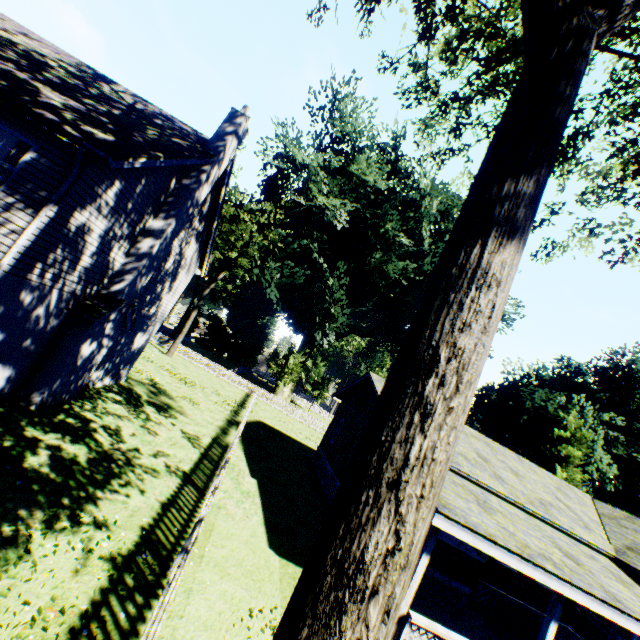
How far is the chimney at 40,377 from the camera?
9.74m

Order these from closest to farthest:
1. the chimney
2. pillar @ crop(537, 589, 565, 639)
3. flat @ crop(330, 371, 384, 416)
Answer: pillar @ crop(537, 589, 565, 639) → the chimney → flat @ crop(330, 371, 384, 416)

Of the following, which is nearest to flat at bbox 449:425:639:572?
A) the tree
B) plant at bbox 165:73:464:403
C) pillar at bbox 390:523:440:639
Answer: pillar at bbox 390:523:440:639

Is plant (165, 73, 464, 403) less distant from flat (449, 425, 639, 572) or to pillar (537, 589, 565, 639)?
flat (449, 425, 639, 572)

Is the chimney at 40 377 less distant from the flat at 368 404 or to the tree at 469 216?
the tree at 469 216

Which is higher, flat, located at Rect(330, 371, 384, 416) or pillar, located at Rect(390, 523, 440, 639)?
flat, located at Rect(330, 371, 384, 416)

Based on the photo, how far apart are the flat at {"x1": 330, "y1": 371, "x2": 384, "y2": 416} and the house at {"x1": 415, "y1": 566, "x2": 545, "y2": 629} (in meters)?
3.25

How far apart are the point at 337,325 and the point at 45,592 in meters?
35.0 m
